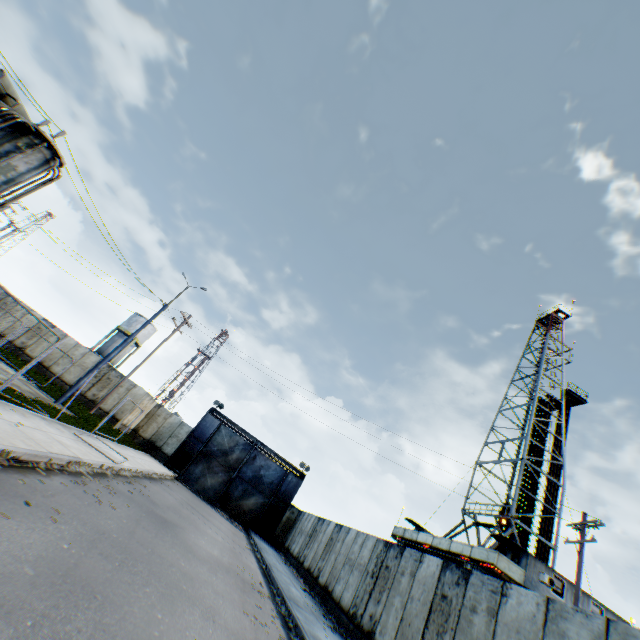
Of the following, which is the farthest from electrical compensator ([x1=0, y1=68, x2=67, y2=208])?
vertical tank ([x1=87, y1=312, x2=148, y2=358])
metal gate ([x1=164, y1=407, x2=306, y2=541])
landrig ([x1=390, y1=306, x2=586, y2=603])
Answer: vertical tank ([x1=87, y1=312, x2=148, y2=358])

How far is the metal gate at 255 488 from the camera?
27.63m

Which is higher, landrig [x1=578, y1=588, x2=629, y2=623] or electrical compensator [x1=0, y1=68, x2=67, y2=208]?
landrig [x1=578, y1=588, x2=629, y2=623]

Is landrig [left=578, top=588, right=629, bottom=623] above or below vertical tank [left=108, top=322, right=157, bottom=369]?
below

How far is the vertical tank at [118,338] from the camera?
43.9m

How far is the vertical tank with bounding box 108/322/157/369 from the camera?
44.5 meters

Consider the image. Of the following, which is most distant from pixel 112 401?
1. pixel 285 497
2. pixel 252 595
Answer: pixel 252 595

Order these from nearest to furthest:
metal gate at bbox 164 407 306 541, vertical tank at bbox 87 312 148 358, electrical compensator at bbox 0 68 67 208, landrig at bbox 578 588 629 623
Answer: electrical compensator at bbox 0 68 67 208 < landrig at bbox 578 588 629 623 < metal gate at bbox 164 407 306 541 < vertical tank at bbox 87 312 148 358
